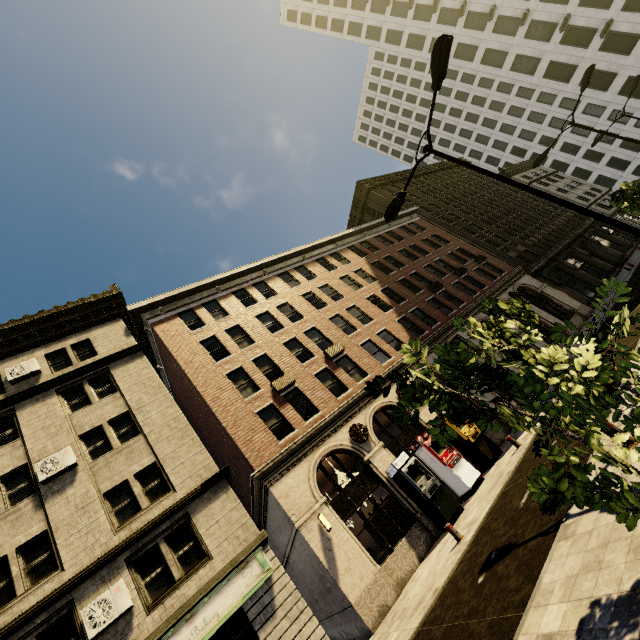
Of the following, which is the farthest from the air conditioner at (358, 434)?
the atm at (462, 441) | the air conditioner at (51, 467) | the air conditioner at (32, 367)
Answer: the air conditioner at (32, 367)

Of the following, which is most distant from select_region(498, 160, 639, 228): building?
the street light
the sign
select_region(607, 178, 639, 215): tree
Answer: select_region(607, 178, 639, 215): tree

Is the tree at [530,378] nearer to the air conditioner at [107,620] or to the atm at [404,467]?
the atm at [404,467]

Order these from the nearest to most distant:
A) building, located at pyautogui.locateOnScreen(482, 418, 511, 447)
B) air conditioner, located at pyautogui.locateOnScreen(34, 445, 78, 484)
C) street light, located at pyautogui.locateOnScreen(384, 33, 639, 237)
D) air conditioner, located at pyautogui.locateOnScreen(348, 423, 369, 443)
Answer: street light, located at pyautogui.locateOnScreen(384, 33, 639, 237), air conditioner, located at pyautogui.locateOnScreen(34, 445, 78, 484), air conditioner, located at pyautogui.locateOnScreen(348, 423, 369, 443), building, located at pyautogui.locateOnScreen(482, 418, 511, 447)

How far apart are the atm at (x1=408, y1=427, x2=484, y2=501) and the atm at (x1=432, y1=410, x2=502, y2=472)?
0.90m

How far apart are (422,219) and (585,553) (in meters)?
35.90

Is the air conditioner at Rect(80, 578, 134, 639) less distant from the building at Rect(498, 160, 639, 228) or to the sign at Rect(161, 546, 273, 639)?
the building at Rect(498, 160, 639, 228)

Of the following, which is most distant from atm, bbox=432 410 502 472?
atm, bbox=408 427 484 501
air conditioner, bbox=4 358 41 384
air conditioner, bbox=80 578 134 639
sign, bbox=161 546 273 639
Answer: air conditioner, bbox=4 358 41 384
